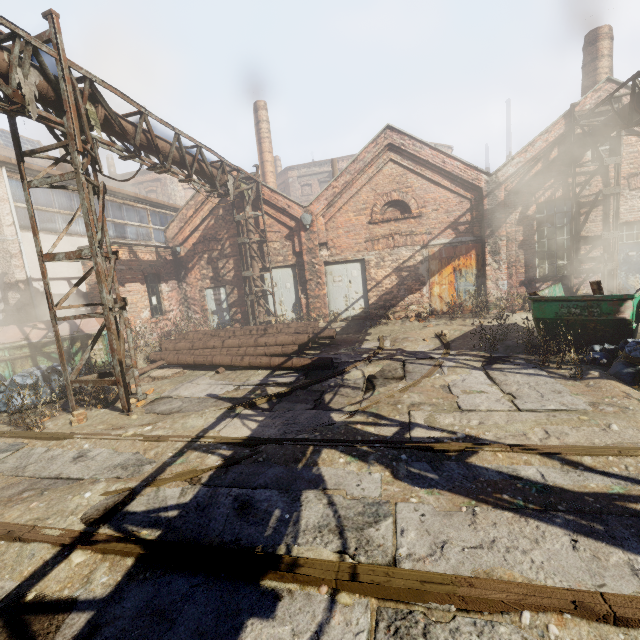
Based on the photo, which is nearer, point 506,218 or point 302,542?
point 302,542

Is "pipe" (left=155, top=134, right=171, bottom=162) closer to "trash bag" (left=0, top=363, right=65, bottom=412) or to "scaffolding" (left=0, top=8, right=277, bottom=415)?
"scaffolding" (left=0, top=8, right=277, bottom=415)

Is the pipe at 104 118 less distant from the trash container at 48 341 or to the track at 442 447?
the track at 442 447

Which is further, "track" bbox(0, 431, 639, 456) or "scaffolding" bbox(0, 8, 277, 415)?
"scaffolding" bbox(0, 8, 277, 415)

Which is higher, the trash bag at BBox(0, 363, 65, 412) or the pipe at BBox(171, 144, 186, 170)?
the pipe at BBox(171, 144, 186, 170)

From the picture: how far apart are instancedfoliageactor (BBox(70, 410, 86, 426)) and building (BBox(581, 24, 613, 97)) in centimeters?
1898cm

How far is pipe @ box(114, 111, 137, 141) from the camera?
6.98m
